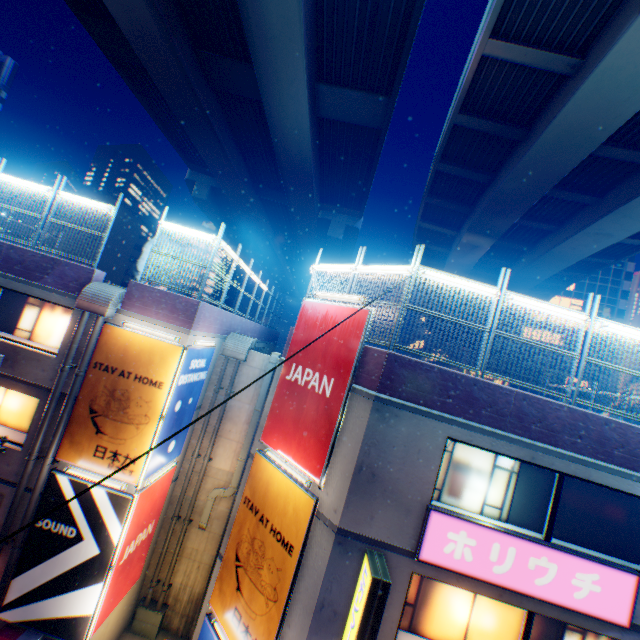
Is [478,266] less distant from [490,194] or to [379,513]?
[490,194]

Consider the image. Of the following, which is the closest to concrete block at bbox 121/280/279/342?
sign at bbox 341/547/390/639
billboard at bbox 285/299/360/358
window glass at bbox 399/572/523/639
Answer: billboard at bbox 285/299/360/358

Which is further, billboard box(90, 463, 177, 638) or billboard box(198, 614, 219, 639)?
billboard box(90, 463, 177, 638)

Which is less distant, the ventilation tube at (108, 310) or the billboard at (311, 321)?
the billboard at (311, 321)

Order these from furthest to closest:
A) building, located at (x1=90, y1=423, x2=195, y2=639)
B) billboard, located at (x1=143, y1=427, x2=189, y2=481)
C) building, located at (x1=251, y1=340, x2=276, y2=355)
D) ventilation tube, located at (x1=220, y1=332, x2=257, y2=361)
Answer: building, located at (x1=251, y1=340, x2=276, y2=355)
ventilation tube, located at (x1=220, y1=332, x2=257, y2=361)
building, located at (x1=90, y1=423, x2=195, y2=639)
billboard, located at (x1=143, y1=427, x2=189, y2=481)

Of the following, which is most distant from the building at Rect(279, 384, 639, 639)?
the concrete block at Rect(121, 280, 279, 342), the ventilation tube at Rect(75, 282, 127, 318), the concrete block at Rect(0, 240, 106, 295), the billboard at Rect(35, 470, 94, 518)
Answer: the concrete block at Rect(0, 240, 106, 295)

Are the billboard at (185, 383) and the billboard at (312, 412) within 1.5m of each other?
no

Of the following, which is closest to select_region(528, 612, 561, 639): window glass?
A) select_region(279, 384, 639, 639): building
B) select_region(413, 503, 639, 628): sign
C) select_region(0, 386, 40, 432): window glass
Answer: select_region(279, 384, 639, 639): building
